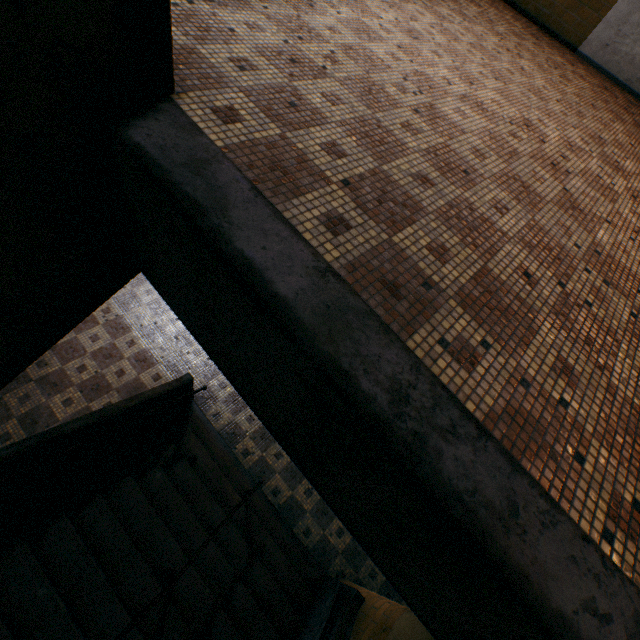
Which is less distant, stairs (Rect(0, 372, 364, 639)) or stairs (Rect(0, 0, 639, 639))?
stairs (Rect(0, 0, 639, 639))

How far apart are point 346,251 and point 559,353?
1.1m

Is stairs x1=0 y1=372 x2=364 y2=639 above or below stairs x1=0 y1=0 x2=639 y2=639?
below

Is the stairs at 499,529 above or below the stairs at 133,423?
above

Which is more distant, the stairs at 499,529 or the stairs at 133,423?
the stairs at 133,423
